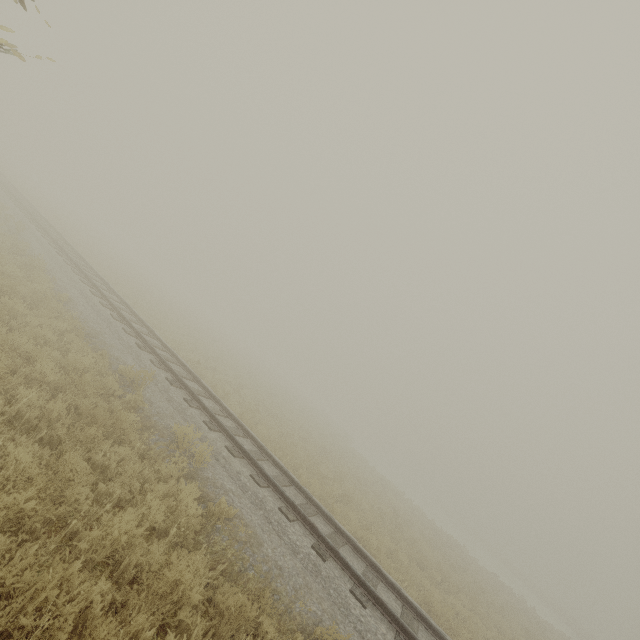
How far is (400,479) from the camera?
57.12m
